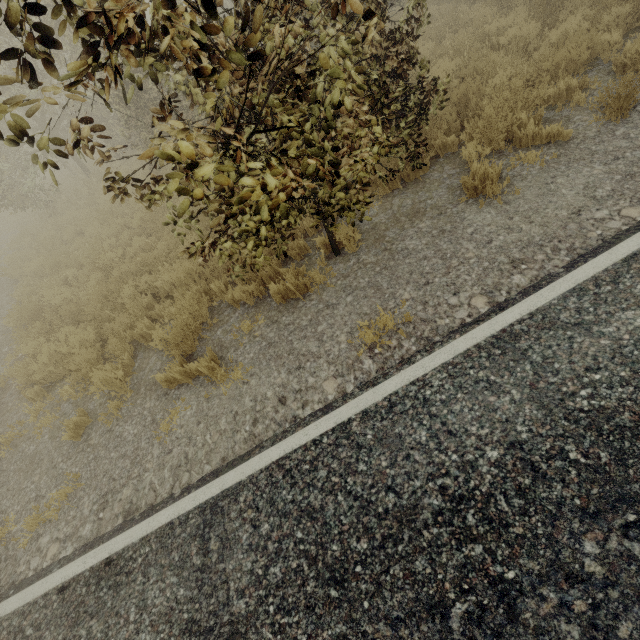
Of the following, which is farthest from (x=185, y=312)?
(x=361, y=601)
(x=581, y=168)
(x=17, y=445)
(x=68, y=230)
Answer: (x=68, y=230)
